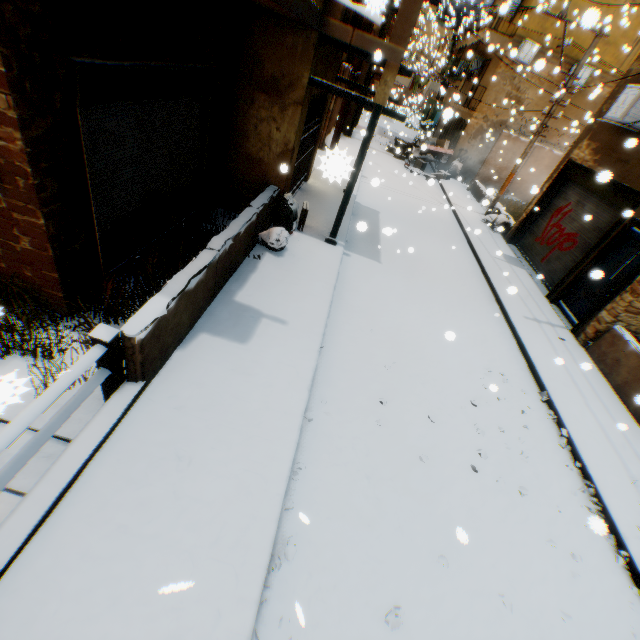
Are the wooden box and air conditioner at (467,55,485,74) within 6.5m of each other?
no

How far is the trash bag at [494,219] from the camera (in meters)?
13.69

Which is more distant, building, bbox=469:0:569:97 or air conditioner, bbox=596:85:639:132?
building, bbox=469:0:569:97

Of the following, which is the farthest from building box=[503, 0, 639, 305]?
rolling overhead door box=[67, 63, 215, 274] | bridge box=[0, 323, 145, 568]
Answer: bridge box=[0, 323, 145, 568]

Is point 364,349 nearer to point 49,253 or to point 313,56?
point 49,253

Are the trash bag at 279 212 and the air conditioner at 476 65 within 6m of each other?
no

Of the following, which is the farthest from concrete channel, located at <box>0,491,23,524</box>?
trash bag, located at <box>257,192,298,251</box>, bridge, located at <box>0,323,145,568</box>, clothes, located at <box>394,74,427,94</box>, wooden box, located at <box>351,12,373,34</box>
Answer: clothes, located at <box>394,74,427,94</box>

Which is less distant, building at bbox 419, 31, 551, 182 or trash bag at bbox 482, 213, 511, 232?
trash bag at bbox 482, 213, 511, 232
